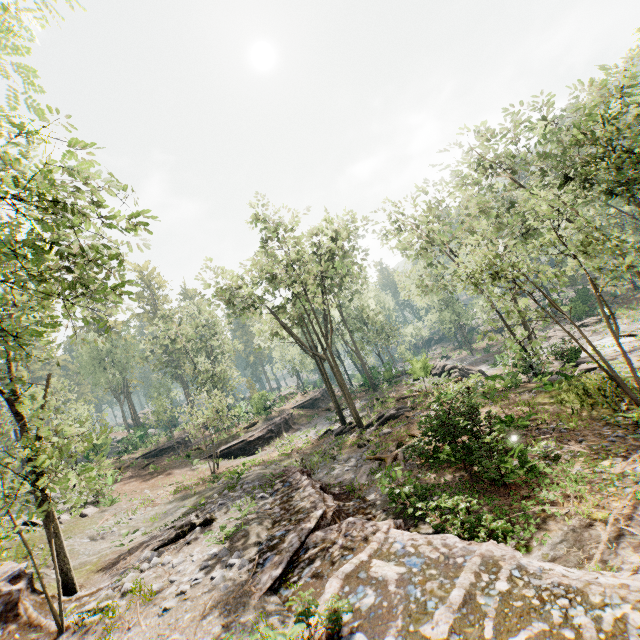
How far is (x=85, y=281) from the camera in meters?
5.2

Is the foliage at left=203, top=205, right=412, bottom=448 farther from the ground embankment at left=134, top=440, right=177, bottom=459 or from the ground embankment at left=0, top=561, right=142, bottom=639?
the ground embankment at left=134, top=440, right=177, bottom=459

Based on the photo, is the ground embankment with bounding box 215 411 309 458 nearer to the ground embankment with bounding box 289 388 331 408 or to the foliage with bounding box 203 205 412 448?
the ground embankment with bounding box 289 388 331 408

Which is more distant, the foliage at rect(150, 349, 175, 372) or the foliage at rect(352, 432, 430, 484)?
the foliage at rect(150, 349, 175, 372)

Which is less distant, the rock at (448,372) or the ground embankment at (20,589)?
the ground embankment at (20,589)

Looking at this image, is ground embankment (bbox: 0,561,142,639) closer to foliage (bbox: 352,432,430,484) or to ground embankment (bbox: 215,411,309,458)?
foliage (bbox: 352,432,430,484)

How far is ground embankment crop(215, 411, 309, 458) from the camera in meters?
31.1 m

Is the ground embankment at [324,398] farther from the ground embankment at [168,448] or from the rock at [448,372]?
the ground embankment at [168,448]
